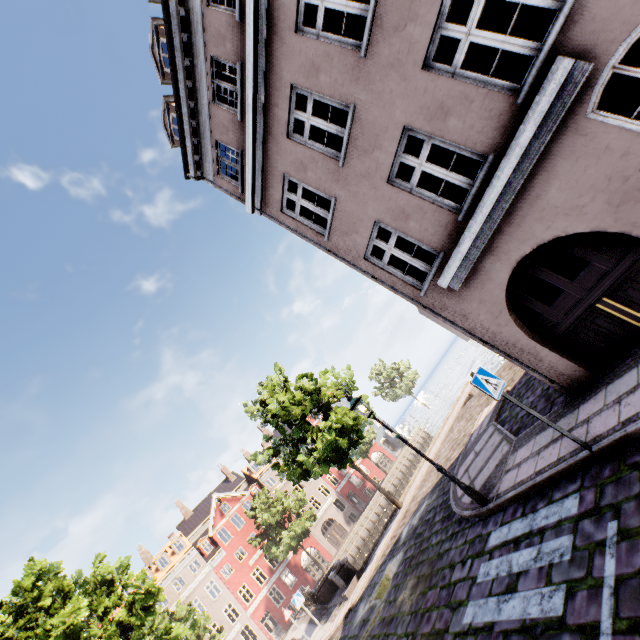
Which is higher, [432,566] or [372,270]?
[372,270]

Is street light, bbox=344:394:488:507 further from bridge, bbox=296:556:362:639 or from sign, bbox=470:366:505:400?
bridge, bbox=296:556:362:639

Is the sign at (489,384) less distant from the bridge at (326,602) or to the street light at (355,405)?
the street light at (355,405)

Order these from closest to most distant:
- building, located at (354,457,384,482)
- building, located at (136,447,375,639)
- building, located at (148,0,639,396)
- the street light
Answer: building, located at (148,0,639,396) → the street light → building, located at (136,447,375,639) → building, located at (354,457,384,482)

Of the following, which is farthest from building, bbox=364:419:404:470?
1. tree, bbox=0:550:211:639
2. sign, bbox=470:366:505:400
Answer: tree, bbox=0:550:211:639

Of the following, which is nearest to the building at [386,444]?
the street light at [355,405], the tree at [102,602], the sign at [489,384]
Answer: the sign at [489,384]

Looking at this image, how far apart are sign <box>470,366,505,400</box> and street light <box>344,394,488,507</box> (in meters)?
3.17

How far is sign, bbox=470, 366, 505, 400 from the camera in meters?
5.3 m
